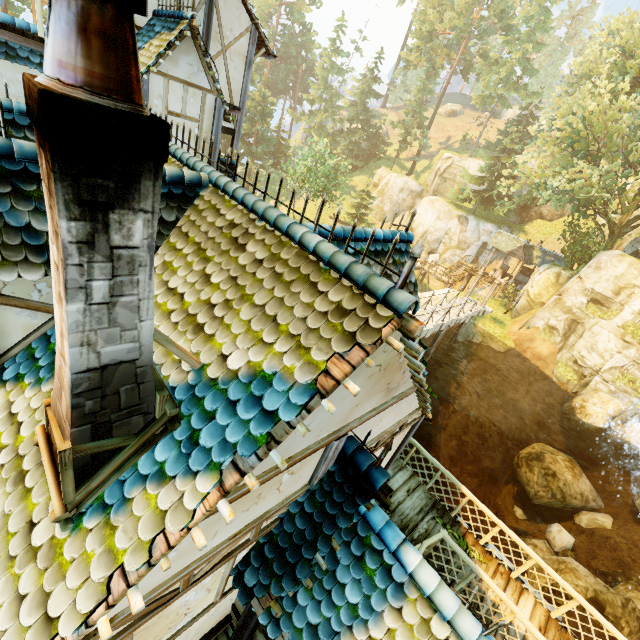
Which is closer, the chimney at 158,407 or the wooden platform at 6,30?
the chimney at 158,407

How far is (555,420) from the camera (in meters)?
19.25

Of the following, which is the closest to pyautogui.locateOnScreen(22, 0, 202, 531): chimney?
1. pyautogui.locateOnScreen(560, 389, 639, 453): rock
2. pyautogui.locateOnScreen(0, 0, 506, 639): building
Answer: pyautogui.locateOnScreen(0, 0, 506, 639): building

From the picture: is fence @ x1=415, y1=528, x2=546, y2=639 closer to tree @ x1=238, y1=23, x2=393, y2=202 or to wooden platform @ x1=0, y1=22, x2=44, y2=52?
tree @ x1=238, y1=23, x2=393, y2=202

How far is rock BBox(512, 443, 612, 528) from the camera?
17.3 meters

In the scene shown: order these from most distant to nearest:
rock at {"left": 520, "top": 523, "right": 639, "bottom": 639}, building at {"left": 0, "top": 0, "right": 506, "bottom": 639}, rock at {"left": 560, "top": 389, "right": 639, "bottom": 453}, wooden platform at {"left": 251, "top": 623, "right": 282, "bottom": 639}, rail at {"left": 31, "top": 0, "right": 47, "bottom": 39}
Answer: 1. rock at {"left": 560, "top": 389, "right": 639, "bottom": 453}
2. rock at {"left": 520, "top": 523, "right": 639, "bottom": 639}
3. rail at {"left": 31, "top": 0, "right": 47, "bottom": 39}
4. wooden platform at {"left": 251, "top": 623, "right": 282, "bottom": 639}
5. building at {"left": 0, "top": 0, "right": 506, "bottom": 639}

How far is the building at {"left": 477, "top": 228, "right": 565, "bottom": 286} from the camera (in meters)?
29.92

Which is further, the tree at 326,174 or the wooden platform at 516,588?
the tree at 326,174
